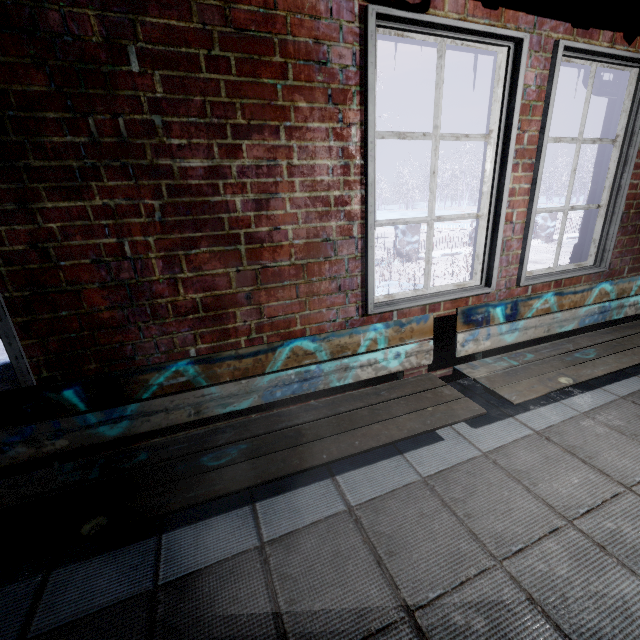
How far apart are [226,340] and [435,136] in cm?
144

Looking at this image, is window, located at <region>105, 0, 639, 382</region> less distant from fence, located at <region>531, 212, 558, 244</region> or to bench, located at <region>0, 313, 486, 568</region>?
bench, located at <region>0, 313, 486, 568</region>

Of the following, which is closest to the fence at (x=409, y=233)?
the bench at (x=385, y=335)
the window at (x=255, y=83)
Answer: the window at (x=255, y=83)

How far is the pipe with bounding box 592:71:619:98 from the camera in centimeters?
222cm

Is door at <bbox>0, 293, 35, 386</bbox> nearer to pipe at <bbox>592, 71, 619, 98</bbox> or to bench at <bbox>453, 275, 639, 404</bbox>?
bench at <bbox>453, 275, 639, 404</bbox>

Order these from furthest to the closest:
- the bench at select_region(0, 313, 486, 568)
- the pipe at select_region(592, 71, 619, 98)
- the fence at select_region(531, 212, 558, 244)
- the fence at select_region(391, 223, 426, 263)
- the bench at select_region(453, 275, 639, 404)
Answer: the fence at select_region(531, 212, 558, 244)
the fence at select_region(391, 223, 426, 263)
the pipe at select_region(592, 71, 619, 98)
the bench at select_region(453, 275, 639, 404)
the bench at select_region(0, 313, 486, 568)

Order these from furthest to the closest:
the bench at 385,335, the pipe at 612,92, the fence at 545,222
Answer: the fence at 545,222
the pipe at 612,92
the bench at 385,335

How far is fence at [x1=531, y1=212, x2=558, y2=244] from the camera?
8.9 meters
